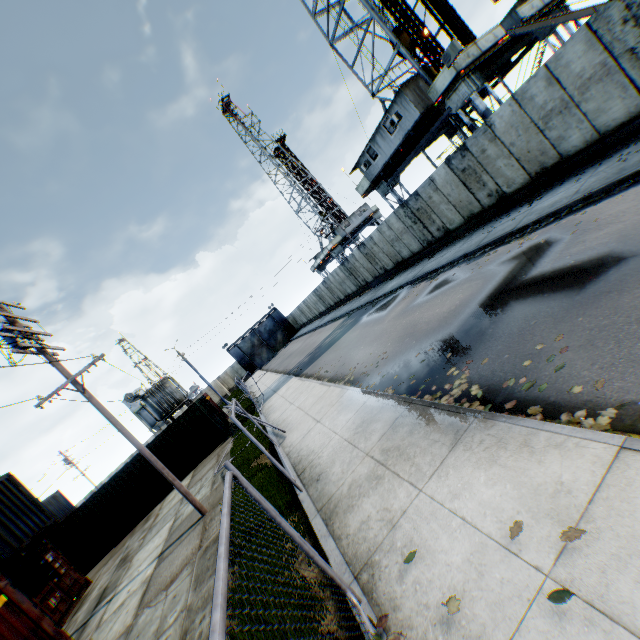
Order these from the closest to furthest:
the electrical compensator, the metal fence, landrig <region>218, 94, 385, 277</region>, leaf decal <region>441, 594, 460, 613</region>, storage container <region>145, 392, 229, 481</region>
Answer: the metal fence → leaf decal <region>441, 594, 460, 613</region> → storage container <region>145, 392, 229, 481</region> → the electrical compensator → landrig <region>218, 94, 385, 277</region>

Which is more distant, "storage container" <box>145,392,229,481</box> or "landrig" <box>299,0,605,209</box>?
"storage container" <box>145,392,229,481</box>

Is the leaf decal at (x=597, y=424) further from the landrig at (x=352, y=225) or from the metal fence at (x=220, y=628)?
the landrig at (x=352, y=225)

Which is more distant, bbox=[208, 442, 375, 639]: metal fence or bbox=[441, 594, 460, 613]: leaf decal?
bbox=[441, 594, 460, 613]: leaf decal

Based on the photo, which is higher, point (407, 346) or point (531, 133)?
point (531, 133)

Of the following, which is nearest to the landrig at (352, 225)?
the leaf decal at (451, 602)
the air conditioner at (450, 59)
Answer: the air conditioner at (450, 59)

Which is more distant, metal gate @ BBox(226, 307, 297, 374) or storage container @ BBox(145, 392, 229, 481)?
metal gate @ BBox(226, 307, 297, 374)

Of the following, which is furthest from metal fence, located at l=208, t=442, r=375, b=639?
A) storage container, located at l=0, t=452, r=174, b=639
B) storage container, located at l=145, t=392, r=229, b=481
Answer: storage container, located at l=145, t=392, r=229, b=481
